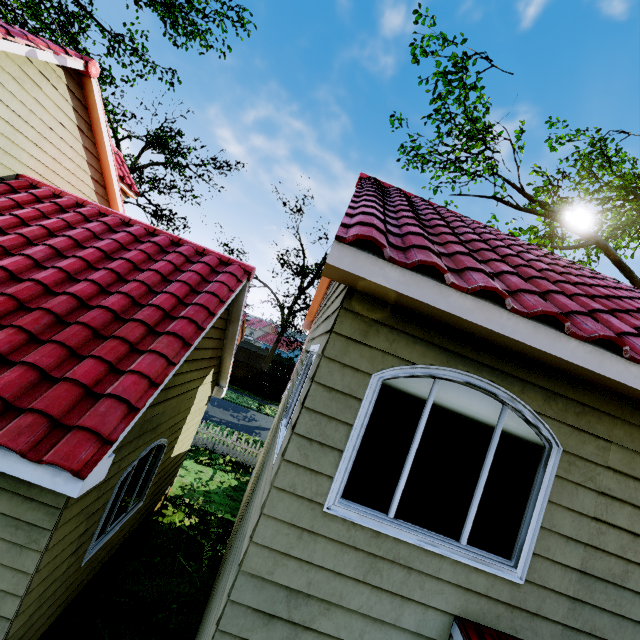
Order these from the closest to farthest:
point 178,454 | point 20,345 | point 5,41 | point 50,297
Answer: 1. point 20,345
2. point 50,297
3. point 5,41
4. point 178,454

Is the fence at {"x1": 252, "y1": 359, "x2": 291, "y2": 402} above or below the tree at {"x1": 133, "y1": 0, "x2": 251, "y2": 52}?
below

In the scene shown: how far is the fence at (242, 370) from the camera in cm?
2973

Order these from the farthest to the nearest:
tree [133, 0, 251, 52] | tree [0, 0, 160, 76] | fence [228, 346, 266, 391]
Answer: fence [228, 346, 266, 391] → tree [0, 0, 160, 76] → tree [133, 0, 251, 52]

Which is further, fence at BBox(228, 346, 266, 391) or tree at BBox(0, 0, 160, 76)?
fence at BBox(228, 346, 266, 391)

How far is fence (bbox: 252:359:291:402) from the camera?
29.8 meters
